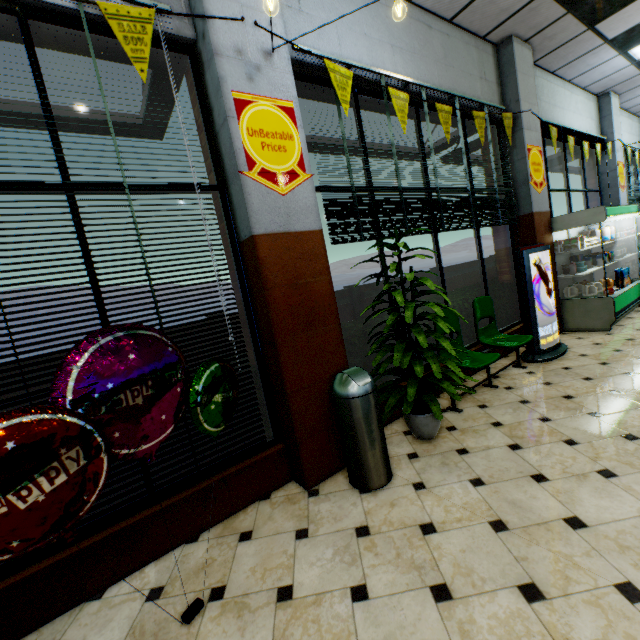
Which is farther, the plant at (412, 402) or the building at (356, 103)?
the building at (356, 103)

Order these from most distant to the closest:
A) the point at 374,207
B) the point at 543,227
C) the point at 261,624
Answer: the point at 543,227 → the point at 374,207 → the point at 261,624

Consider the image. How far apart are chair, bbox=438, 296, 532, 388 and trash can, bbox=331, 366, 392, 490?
1.28m

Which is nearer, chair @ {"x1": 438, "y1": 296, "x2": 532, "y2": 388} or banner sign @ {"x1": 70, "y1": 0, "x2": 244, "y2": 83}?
banner sign @ {"x1": 70, "y1": 0, "x2": 244, "y2": 83}

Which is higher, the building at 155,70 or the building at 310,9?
the building at 310,9

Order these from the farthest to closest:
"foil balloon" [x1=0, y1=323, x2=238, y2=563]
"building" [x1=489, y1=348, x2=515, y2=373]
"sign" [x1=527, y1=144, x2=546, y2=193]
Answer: "sign" [x1=527, y1=144, x2=546, y2=193] → "building" [x1=489, y1=348, x2=515, y2=373] → "foil balloon" [x1=0, y1=323, x2=238, y2=563]

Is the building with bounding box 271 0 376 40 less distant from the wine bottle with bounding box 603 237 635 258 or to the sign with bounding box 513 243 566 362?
the sign with bounding box 513 243 566 362

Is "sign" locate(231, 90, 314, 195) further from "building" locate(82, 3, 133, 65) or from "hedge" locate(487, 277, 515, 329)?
"hedge" locate(487, 277, 515, 329)
